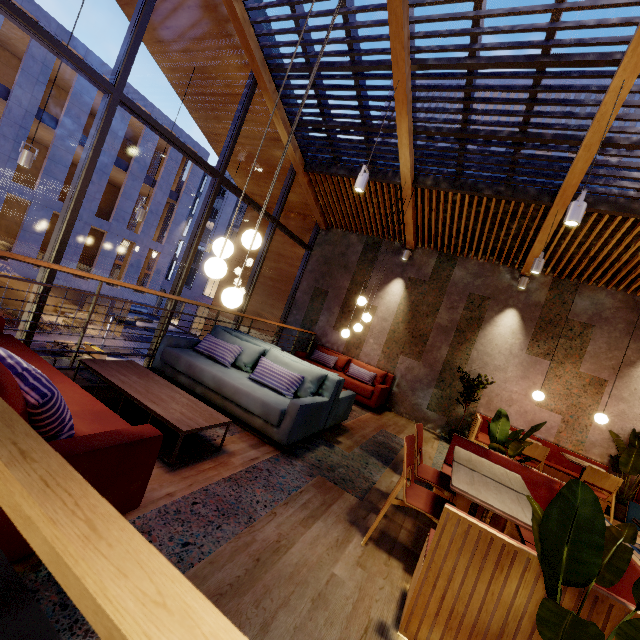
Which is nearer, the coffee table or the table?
the table

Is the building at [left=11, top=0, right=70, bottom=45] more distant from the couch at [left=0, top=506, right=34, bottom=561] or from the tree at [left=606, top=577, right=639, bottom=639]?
the tree at [left=606, top=577, right=639, bottom=639]

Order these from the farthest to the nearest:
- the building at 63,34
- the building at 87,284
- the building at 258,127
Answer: the building at 87,284
the building at 63,34
the building at 258,127

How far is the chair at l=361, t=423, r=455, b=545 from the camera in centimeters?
250cm

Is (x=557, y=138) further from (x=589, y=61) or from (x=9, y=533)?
(x=9, y=533)

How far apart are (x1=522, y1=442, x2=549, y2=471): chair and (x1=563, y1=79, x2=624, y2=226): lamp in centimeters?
364cm

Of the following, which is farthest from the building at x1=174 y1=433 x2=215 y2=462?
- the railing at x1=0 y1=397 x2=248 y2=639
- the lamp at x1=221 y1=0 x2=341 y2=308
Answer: the lamp at x1=221 y1=0 x2=341 y2=308

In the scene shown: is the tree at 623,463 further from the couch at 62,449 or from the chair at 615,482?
the couch at 62,449
